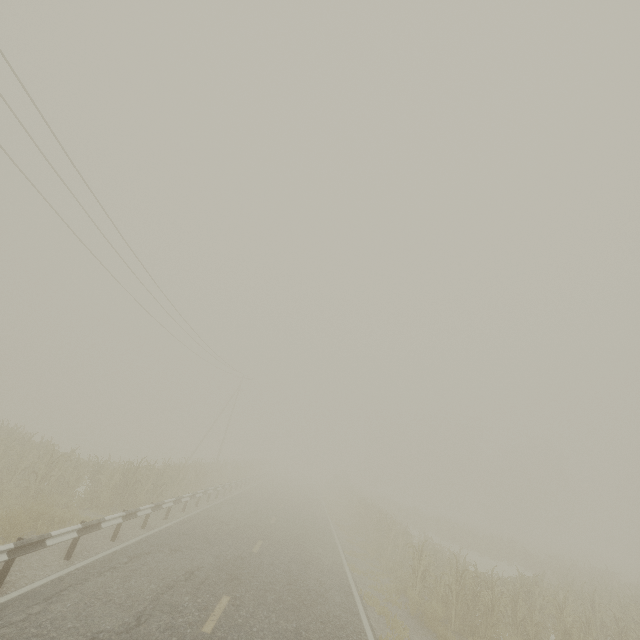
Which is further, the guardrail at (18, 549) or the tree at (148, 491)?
the tree at (148, 491)

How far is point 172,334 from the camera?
26.5m

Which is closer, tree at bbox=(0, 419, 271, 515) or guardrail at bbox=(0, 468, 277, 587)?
guardrail at bbox=(0, 468, 277, 587)
